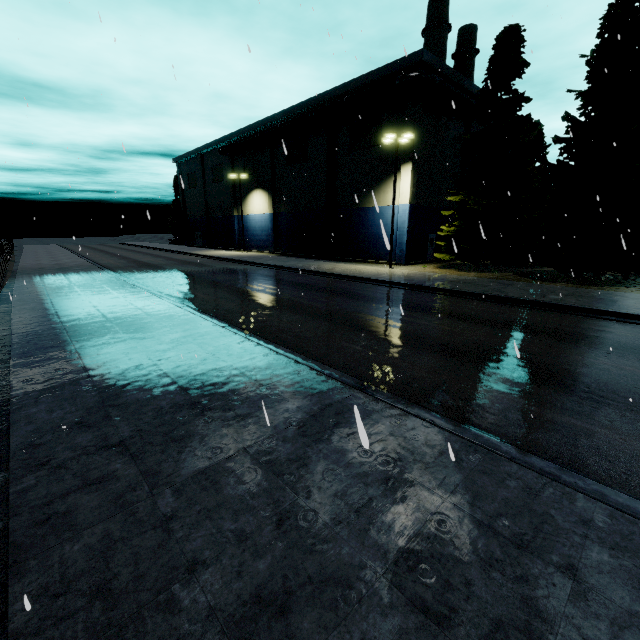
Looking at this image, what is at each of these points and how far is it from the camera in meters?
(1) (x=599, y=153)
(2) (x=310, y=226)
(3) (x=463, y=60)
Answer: (1) tree, 18.2
(2) building, 37.3
(3) smokestack, 41.7

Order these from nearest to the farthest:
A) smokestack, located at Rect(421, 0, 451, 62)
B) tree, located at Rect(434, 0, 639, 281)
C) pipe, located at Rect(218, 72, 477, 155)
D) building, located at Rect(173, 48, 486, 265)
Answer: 1. tree, located at Rect(434, 0, 639, 281)
2. pipe, located at Rect(218, 72, 477, 155)
3. building, located at Rect(173, 48, 486, 265)
4. smokestack, located at Rect(421, 0, 451, 62)

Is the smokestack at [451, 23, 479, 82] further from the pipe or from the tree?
the pipe

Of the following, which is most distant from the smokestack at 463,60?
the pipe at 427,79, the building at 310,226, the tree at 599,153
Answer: the pipe at 427,79

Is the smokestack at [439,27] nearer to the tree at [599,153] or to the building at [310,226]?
the tree at [599,153]

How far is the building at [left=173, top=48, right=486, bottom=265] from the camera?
27.2 meters

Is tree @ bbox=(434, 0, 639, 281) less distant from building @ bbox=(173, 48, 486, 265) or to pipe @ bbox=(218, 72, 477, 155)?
pipe @ bbox=(218, 72, 477, 155)

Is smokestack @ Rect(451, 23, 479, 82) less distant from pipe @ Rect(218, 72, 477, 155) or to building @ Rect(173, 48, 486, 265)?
building @ Rect(173, 48, 486, 265)
